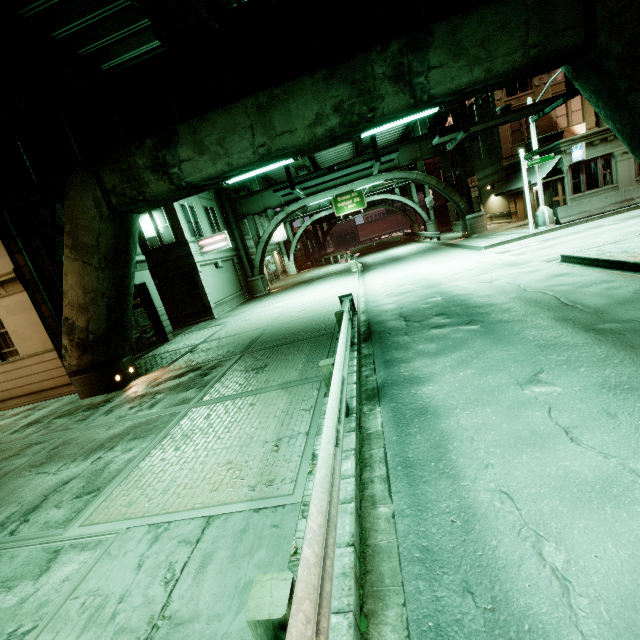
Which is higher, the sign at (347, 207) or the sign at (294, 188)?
the sign at (347, 207)

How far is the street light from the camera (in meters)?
19.14

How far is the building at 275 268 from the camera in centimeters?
3716cm

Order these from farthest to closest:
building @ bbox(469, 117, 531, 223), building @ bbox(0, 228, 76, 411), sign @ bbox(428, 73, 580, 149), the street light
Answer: building @ bbox(469, 117, 531, 223) < the street light < building @ bbox(0, 228, 76, 411) < sign @ bbox(428, 73, 580, 149)

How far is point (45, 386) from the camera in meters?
12.5 m

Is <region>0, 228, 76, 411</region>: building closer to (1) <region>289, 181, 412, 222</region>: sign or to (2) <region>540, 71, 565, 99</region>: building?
(2) <region>540, 71, 565, 99</region>: building

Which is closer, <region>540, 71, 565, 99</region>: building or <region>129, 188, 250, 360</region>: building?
<region>129, 188, 250, 360</region>: building

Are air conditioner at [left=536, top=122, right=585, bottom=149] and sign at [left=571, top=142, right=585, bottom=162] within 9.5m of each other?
yes
